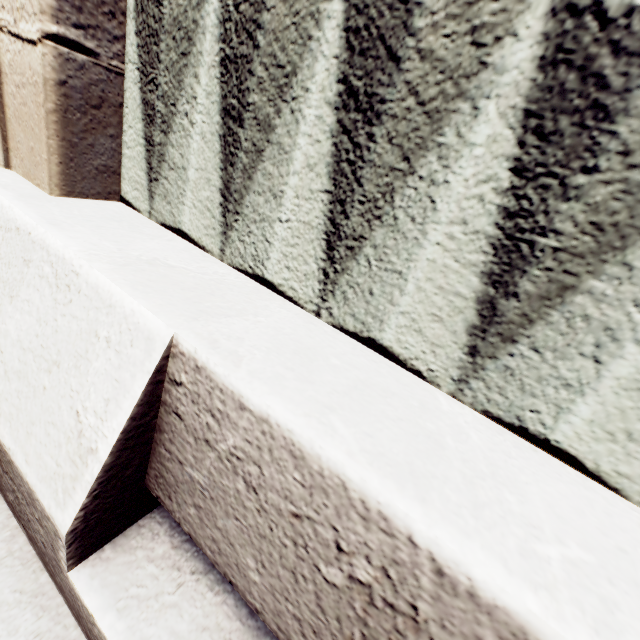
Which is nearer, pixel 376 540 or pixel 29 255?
pixel 376 540
